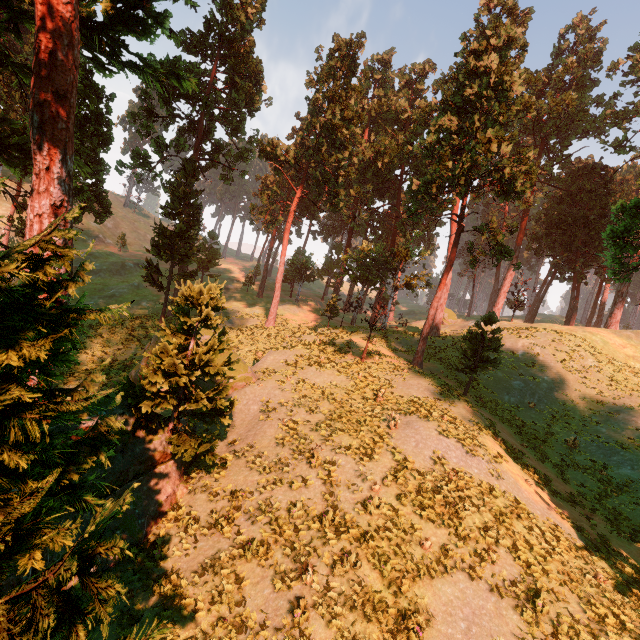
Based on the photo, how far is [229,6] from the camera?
31.23m

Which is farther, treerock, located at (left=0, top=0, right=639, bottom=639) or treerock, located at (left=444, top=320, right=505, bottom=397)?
treerock, located at (left=444, top=320, right=505, bottom=397)

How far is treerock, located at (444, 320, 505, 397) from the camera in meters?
21.4 m

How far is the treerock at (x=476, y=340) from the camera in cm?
2142

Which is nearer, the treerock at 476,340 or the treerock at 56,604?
the treerock at 56,604
